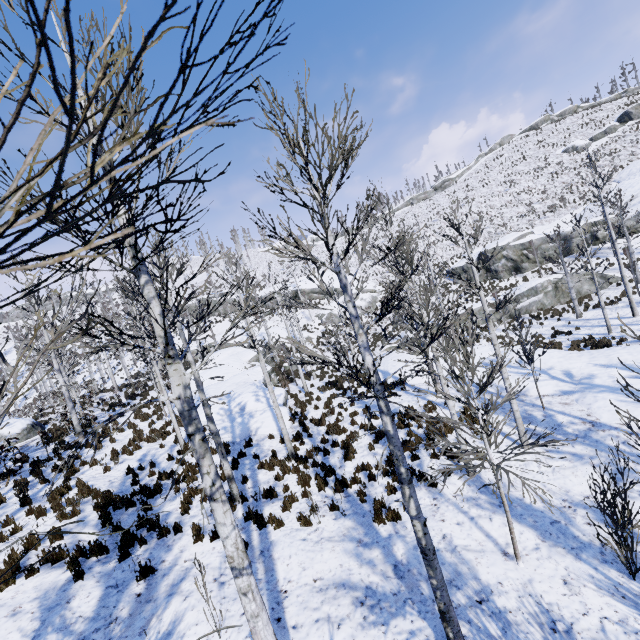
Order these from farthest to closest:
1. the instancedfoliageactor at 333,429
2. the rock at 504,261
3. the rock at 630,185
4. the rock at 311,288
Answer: the rock at 311,288 → the rock at 504,261 → the rock at 630,185 → the instancedfoliageactor at 333,429

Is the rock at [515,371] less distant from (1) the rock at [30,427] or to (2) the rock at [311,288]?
(2) the rock at [311,288]

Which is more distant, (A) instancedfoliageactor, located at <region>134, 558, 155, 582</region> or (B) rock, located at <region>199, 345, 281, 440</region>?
(B) rock, located at <region>199, 345, 281, 440</region>

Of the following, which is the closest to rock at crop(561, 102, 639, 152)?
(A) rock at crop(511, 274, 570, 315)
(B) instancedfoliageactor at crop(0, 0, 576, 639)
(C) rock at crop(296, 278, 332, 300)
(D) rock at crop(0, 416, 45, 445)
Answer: (A) rock at crop(511, 274, 570, 315)

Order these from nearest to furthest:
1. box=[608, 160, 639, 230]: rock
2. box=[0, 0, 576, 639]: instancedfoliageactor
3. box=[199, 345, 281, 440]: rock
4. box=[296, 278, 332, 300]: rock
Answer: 1. box=[0, 0, 576, 639]: instancedfoliageactor
2. box=[199, 345, 281, 440]: rock
3. box=[608, 160, 639, 230]: rock
4. box=[296, 278, 332, 300]: rock

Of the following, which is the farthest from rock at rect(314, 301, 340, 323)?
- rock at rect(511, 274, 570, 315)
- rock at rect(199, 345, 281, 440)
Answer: rock at rect(199, 345, 281, 440)

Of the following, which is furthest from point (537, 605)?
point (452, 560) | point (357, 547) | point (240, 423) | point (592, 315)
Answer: point (592, 315)

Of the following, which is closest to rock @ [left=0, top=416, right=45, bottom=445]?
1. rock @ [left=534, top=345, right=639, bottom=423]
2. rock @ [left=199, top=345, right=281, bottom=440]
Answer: rock @ [left=199, top=345, right=281, bottom=440]
